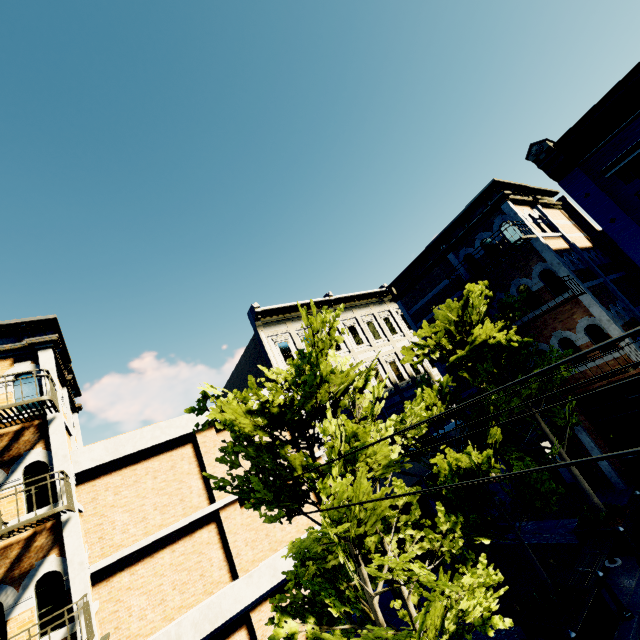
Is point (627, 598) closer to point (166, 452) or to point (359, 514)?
point (359, 514)

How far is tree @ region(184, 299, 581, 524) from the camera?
5.5m

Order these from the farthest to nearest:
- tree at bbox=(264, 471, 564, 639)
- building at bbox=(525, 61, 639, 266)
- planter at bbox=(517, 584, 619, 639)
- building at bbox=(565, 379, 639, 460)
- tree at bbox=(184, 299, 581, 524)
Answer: building at bbox=(565, 379, 639, 460)
building at bbox=(525, 61, 639, 266)
planter at bbox=(517, 584, 619, 639)
tree at bbox=(184, 299, 581, 524)
tree at bbox=(264, 471, 564, 639)

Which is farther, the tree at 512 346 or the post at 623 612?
the tree at 512 346

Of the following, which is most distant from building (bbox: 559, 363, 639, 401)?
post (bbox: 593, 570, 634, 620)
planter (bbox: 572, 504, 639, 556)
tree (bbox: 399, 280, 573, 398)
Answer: post (bbox: 593, 570, 634, 620)

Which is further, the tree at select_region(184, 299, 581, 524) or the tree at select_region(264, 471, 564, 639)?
the tree at select_region(184, 299, 581, 524)

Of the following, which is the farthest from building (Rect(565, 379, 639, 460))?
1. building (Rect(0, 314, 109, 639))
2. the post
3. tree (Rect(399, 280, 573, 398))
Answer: building (Rect(0, 314, 109, 639))

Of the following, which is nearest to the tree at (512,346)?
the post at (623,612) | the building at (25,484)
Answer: the building at (25,484)
